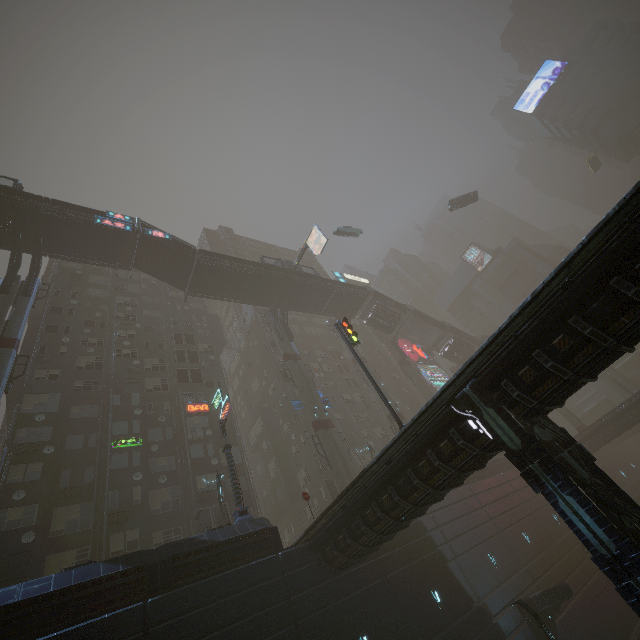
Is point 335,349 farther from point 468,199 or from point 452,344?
point 468,199

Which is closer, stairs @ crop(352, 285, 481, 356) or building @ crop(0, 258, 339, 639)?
building @ crop(0, 258, 339, 639)

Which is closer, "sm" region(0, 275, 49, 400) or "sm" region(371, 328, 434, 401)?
"sm" region(0, 275, 49, 400)

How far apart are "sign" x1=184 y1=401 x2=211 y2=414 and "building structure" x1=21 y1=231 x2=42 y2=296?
15.5 meters

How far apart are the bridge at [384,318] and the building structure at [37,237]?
37.20m

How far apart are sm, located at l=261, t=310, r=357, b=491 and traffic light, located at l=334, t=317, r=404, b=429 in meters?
11.8

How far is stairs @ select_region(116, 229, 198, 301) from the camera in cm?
3212

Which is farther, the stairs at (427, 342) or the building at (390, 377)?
the building at (390, 377)
